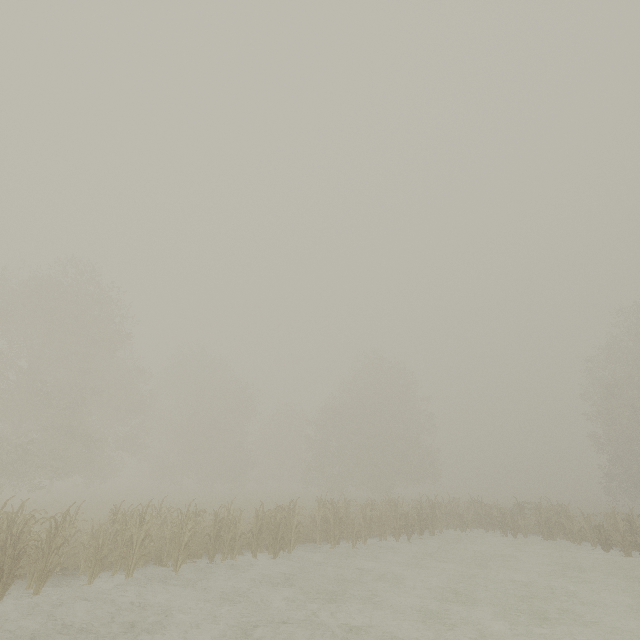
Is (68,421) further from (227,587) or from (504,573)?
(504,573)
